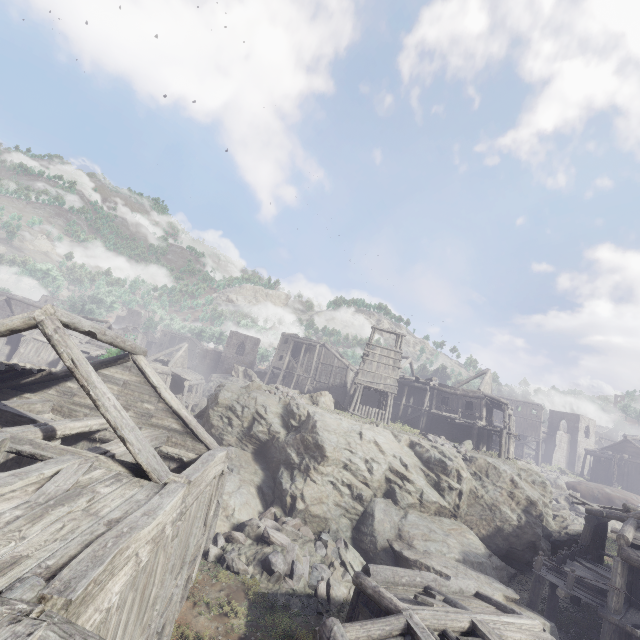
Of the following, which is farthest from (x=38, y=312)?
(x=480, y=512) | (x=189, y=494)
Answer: (x=480, y=512)

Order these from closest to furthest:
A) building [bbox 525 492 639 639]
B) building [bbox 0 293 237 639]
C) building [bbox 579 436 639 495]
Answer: building [bbox 0 293 237 639]
building [bbox 525 492 639 639]
building [bbox 579 436 639 495]

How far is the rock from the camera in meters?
16.9

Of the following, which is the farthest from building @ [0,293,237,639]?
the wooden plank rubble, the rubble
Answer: the rubble

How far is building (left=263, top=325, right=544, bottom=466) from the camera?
28.84m

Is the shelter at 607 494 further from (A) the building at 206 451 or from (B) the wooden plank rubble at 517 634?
(B) the wooden plank rubble at 517 634

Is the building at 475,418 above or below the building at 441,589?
above

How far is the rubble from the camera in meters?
12.3
